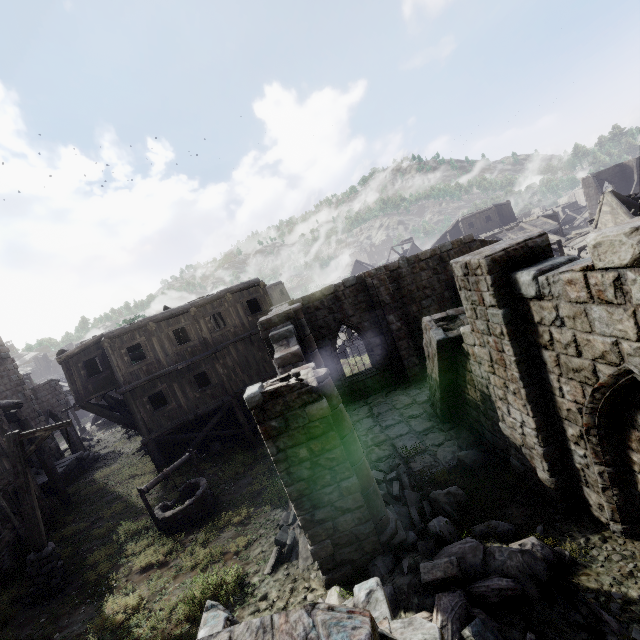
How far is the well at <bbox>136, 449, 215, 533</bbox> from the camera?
11.14m

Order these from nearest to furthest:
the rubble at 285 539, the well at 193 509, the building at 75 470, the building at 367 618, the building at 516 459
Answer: the building at 367 618
the building at 516 459
the rubble at 285 539
the well at 193 509
the building at 75 470

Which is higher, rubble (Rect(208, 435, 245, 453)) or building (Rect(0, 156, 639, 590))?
building (Rect(0, 156, 639, 590))

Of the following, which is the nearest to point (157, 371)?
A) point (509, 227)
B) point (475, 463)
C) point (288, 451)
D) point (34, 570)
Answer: point (34, 570)

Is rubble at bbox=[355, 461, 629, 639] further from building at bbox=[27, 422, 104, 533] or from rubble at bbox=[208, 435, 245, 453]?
rubble at bbox=[208, 435, 245, 453]

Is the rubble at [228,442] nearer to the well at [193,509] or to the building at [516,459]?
the building at [516,459]

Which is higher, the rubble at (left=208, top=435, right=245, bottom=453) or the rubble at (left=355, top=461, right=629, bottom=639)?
the rubble at (left=355, top=461, right=629, bottom=639)

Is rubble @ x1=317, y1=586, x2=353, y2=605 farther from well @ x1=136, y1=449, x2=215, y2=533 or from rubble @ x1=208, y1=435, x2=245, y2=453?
rubble @ x1=208, y1=435, x2=245, y2=453
